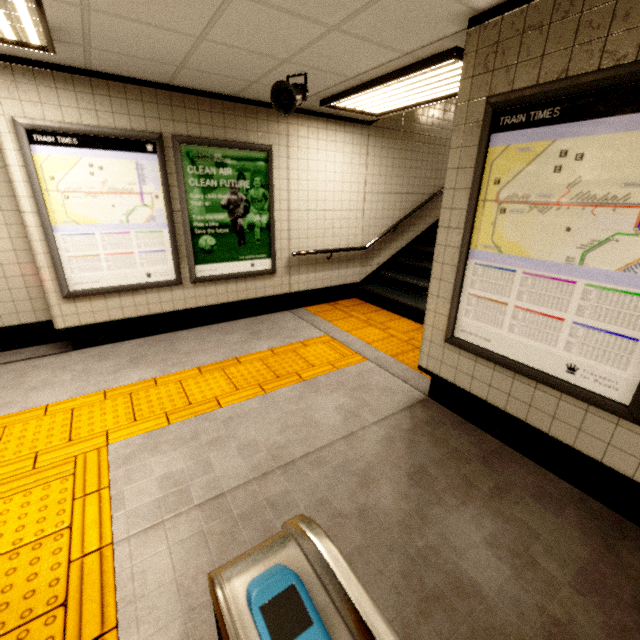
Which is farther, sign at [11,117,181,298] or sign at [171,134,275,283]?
sign at [171,134,275,283]

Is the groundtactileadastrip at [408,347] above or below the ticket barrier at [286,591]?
below

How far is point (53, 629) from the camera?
1.5m

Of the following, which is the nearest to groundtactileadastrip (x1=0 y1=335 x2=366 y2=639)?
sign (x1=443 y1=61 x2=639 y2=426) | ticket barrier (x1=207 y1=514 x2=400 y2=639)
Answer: ticket barrier (x1=207 y1=514 x2=400 y2=639)

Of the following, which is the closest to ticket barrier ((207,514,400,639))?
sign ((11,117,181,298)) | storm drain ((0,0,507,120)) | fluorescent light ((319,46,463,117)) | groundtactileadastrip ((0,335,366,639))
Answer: groundtactileadastrip ((0,335,366,639))

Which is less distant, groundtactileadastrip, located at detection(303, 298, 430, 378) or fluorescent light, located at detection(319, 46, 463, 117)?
fluorescent light, located at detection(319, 46, 463, 117)

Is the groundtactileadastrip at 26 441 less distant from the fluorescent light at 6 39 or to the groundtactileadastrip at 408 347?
the groundtactileadastrip at 408 347

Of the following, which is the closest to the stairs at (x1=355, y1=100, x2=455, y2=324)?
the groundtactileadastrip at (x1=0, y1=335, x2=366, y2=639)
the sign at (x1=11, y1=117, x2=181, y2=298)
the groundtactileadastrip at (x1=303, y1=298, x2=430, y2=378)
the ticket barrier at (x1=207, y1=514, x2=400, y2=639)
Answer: the groundtactileadastrip at (x1=303, y1=298, x2=430, y2=378)
